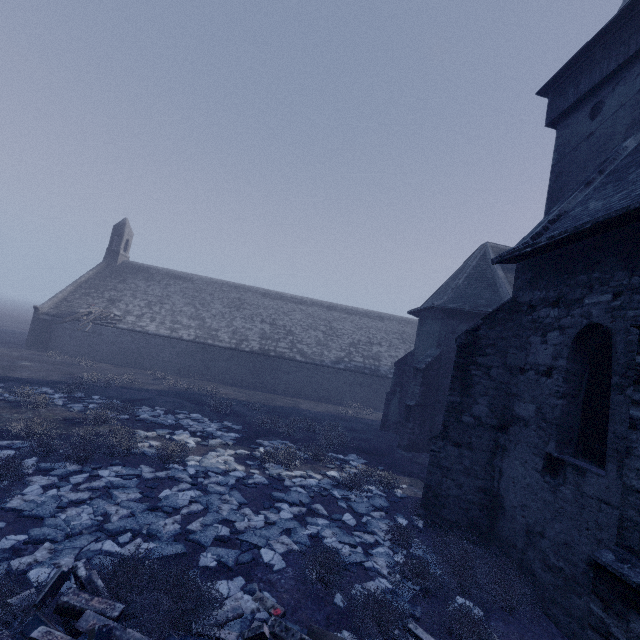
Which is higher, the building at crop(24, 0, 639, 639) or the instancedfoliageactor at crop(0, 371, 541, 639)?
the building at crop(24, 0, 639, 639)

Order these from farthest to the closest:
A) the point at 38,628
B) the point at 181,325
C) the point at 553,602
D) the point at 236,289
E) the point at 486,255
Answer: the point at 236,289, the point at 181,325, the point at 486,255, the point at 553,602, the point at 38,628

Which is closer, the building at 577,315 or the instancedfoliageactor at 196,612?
the instancedfoliageactor at 196,612

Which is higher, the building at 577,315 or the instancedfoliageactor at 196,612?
the building at 577,315

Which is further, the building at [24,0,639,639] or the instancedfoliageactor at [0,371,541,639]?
the building at [24,0,639,639]
